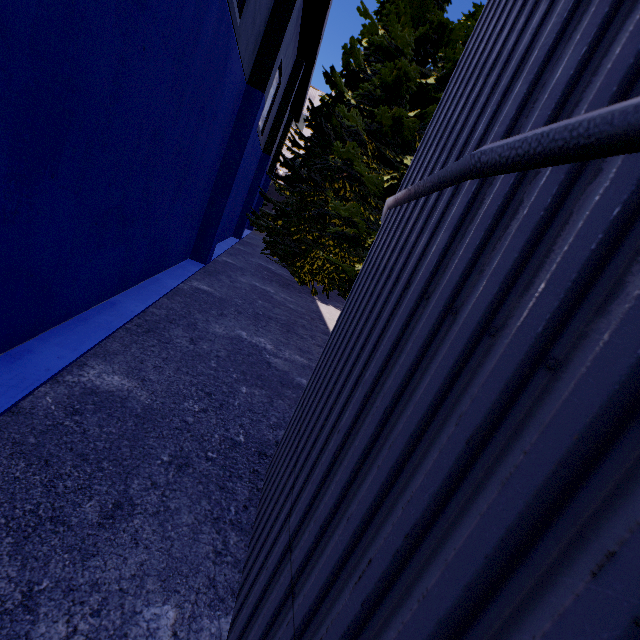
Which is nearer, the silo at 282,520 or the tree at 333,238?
the silo at 282,520

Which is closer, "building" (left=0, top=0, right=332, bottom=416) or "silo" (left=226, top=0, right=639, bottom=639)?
"silo" (left=226, top=0, right=639, bottom=639)

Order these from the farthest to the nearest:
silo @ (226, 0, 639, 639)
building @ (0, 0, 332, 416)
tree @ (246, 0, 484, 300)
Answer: tree @ (246, 0, 484, 300) → building @ (0, 0, 332, 416) → silo @ (226, 0, 639, 639)

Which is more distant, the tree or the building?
the tree

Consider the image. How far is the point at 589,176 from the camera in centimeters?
72cm

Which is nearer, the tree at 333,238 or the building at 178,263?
the building at 178,263

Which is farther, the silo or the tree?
the tree
